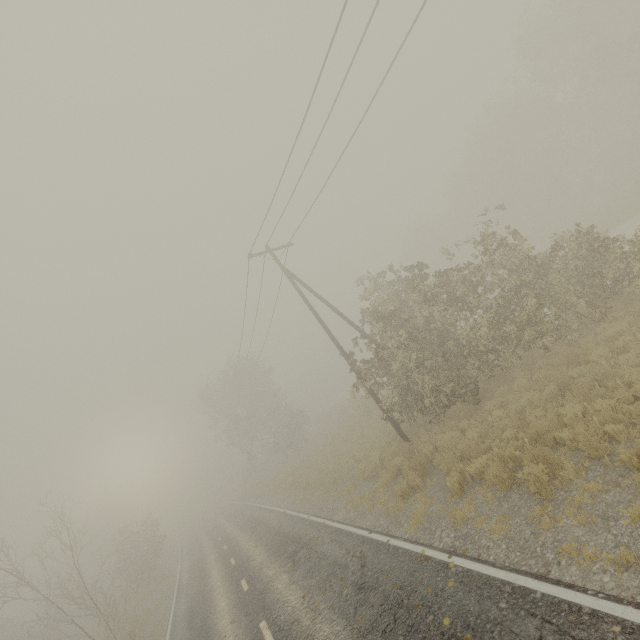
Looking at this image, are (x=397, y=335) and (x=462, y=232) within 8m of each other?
no

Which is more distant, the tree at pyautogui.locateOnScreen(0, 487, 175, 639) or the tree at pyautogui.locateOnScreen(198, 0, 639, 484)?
the tree at pyautogui.locateOnScreen(0, 487, 175, 639)

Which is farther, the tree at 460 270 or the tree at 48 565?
the tree at 48 565
